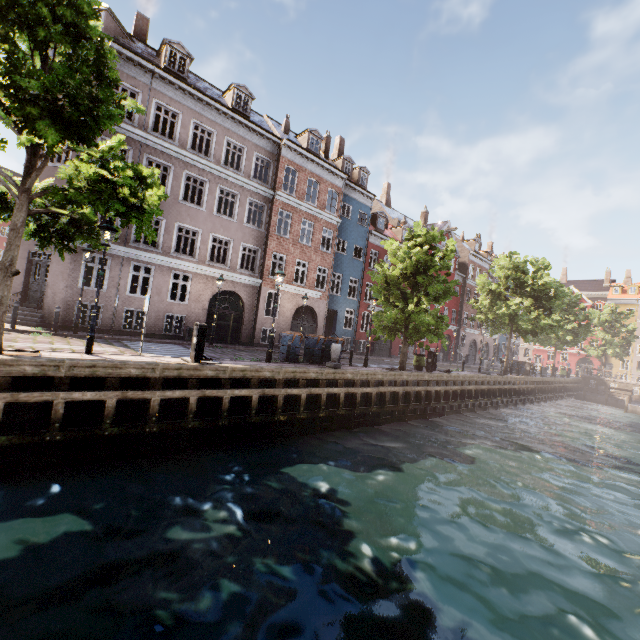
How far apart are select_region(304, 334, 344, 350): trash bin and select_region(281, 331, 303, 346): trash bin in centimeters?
54cm

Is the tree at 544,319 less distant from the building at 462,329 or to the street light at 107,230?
the street light at 107,230

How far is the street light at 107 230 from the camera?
9.11m

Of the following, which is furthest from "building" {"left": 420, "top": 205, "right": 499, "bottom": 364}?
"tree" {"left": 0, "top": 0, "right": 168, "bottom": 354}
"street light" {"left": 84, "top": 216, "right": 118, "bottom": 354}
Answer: "tree" {"left": 0, "top": 0, "right": 168, "bottom": 354}

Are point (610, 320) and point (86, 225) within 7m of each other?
no

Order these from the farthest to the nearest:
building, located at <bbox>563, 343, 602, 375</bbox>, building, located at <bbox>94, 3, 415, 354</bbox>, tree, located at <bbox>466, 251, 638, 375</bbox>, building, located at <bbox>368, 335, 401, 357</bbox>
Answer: building, located at <bbox>563, 343, 602, 375</bbox>, building, located at <bbox>368, 335, 401, 357</bbox>, tree, located at <bbox>466, 251, 638, 375</bbox>, building, located at <bbox>94, 3, 415, 354</bbox>

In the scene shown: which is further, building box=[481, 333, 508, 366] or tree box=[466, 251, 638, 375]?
building box=[481, 333, 508, 366]

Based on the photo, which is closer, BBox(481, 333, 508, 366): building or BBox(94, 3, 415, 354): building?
BBox(94, 3, 415, 354): building
